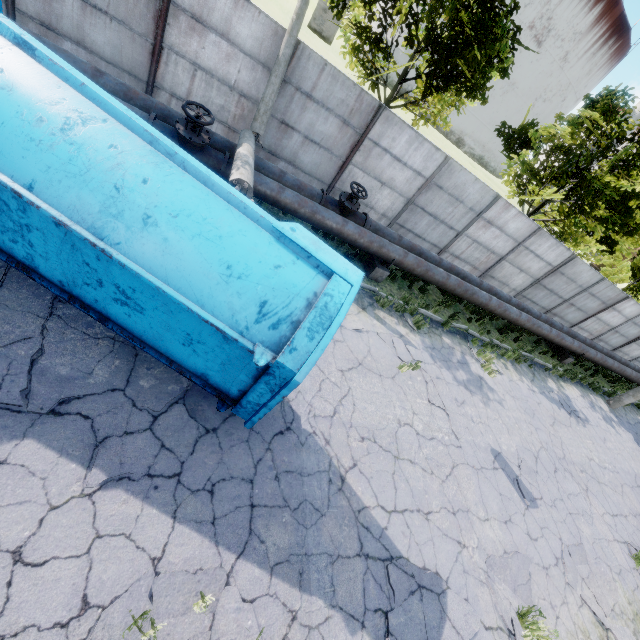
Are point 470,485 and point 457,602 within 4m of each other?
yes

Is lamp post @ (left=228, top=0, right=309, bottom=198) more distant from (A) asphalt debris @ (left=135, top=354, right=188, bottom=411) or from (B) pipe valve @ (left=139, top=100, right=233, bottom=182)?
(A) asphalt debris @ (left=135, top=354, right=188, bottom=411)

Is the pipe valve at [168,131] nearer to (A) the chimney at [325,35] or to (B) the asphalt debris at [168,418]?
(B) the asphalt debris at [168,418]

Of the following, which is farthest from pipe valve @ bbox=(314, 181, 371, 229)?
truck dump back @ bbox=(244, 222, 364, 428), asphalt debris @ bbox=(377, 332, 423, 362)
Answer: truck dump back @ bbox=(244, 222, 364, 428)

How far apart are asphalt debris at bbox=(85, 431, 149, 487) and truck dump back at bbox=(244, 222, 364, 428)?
0.5m

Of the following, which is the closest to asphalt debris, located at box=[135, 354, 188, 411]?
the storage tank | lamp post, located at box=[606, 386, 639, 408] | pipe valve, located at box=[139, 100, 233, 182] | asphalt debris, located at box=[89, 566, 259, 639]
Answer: asphalt debris, located at box=[89, 566, 259, 639]

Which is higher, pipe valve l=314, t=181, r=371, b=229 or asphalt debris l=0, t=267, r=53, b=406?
pipe valve l=314, t=181, r=371, b=229

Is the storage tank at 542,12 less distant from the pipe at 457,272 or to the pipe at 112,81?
the pipe at 457,272
